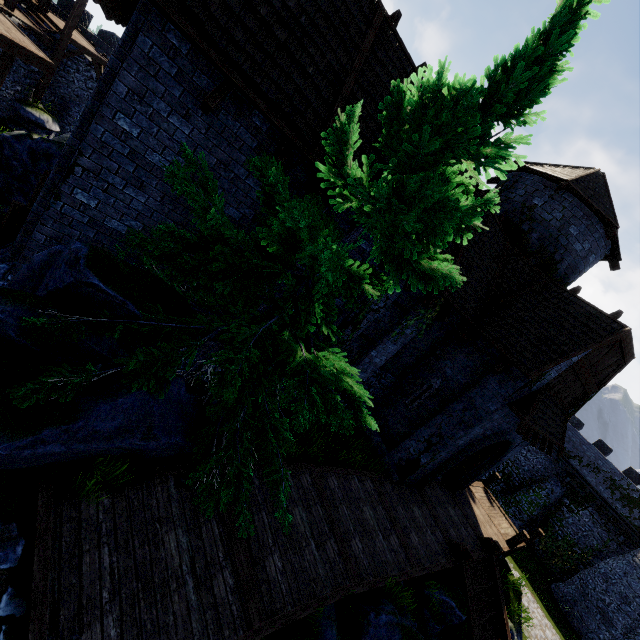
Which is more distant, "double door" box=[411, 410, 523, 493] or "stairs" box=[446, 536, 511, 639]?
"double door" box=[411, 410, 523, 493]

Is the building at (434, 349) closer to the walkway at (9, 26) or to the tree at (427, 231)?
the tree at (427, 231)

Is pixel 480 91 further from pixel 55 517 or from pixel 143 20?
pixel 55 517

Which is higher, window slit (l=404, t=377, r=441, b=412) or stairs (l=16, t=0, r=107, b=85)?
window slit (l=404, t=377, r=441, b=412)

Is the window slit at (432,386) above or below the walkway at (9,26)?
above

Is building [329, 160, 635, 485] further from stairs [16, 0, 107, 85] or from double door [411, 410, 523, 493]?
stairs [16, 0, 107, 85]

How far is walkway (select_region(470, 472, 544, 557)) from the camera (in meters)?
14.54

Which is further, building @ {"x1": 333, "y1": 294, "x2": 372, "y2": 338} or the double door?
the double door
